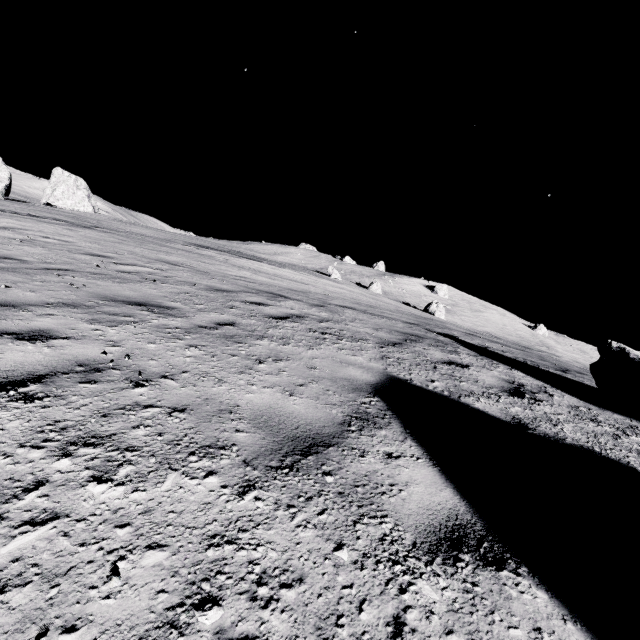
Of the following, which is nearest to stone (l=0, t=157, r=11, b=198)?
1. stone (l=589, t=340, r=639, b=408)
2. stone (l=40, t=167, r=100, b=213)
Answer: stone (l=40, t=167, r=100, b=213)

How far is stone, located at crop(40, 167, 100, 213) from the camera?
47.84m

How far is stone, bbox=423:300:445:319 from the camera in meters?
43.0 m

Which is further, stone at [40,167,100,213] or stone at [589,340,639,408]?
stone at [40,167,100,213]

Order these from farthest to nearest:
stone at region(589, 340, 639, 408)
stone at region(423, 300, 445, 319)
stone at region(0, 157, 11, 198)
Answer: stone at region(423, 300, 445, 319) → stone at region(0, 157, 11, 198) → stone at region(589, 340, 639, 408)

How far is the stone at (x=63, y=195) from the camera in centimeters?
4784cm

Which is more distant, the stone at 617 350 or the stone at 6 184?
the stone at 6 184

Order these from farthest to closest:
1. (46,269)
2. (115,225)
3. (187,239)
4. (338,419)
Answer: (187,239) → (115,225) → (46,269) → (338,419)
